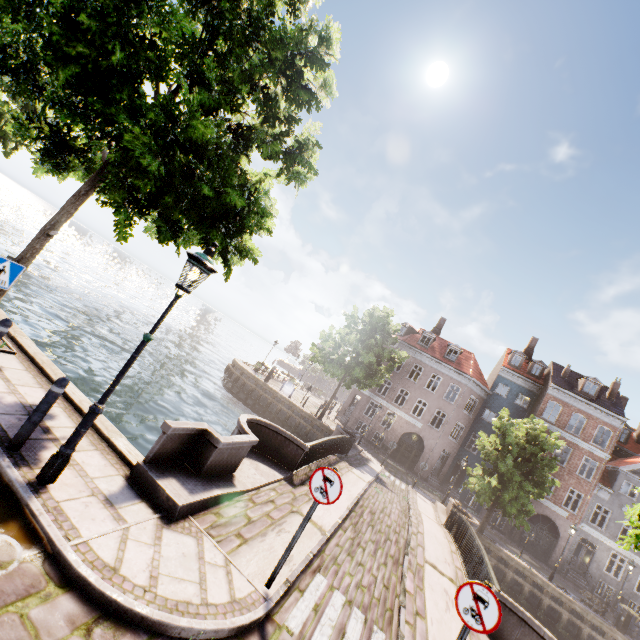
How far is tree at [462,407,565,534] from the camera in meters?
19.7 m

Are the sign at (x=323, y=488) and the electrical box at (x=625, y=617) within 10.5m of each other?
no

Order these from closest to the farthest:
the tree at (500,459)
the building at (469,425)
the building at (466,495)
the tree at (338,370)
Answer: the tree at (500,459) → the tree at (338,370) → the building at (469,425) → the building at (466,495)

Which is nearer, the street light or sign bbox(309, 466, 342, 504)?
the street light

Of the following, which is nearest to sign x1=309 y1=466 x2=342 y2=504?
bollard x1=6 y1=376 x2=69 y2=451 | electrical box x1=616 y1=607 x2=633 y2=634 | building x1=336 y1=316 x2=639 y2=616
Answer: bollard x1=6 y1=376 x2=69 y2=451

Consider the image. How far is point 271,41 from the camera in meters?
6.7

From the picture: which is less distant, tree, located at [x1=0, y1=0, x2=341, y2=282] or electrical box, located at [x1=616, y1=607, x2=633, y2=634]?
tree, located at [x1=0, y1=0, x2=341, y2=282]

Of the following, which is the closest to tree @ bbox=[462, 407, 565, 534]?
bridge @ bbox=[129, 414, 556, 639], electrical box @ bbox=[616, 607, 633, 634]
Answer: bridge @ bbox=[129, 414, 556, 639]
